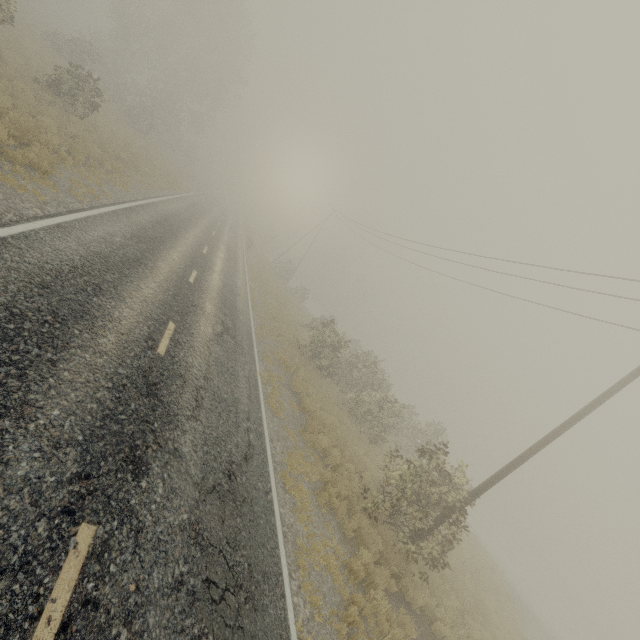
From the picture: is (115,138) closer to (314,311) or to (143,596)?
(143,596)

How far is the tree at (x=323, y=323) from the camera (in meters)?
9.88

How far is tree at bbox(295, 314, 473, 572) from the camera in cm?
988
